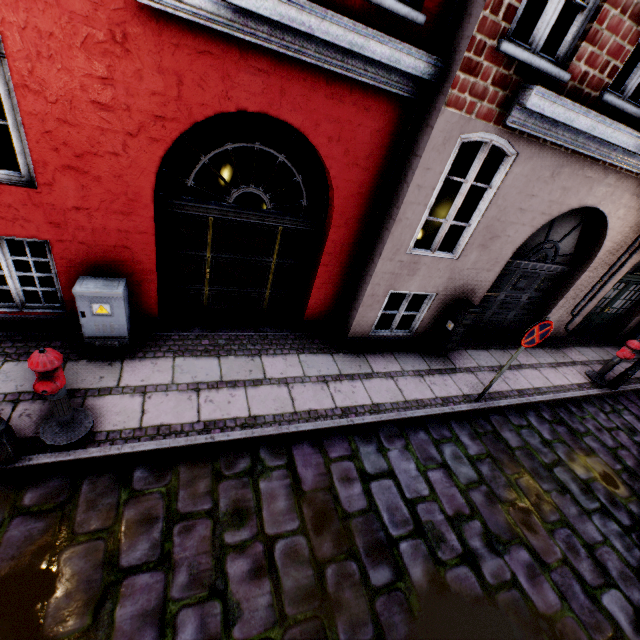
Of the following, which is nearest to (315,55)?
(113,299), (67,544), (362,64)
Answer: (362,64)

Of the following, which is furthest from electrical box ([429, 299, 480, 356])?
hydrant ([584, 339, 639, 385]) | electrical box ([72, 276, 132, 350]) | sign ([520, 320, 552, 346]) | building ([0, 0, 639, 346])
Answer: electrical box ([72, 276, 132, 350])

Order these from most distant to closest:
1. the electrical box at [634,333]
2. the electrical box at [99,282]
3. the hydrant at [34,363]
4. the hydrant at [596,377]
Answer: the electrical box at [634,333]
the hydrant at [596,377]
the electrical box at [99,282]
the hydrant at [34,363]

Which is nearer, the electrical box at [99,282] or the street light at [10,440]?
the street light at [10,440]

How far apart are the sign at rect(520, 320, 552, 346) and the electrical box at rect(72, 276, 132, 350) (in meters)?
5.75

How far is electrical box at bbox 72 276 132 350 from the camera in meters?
4.1

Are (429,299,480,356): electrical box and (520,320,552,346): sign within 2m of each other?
yes

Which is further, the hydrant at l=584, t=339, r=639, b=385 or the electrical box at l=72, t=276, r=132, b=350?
the hydrant at l=584, t=339, r=639, b=385
